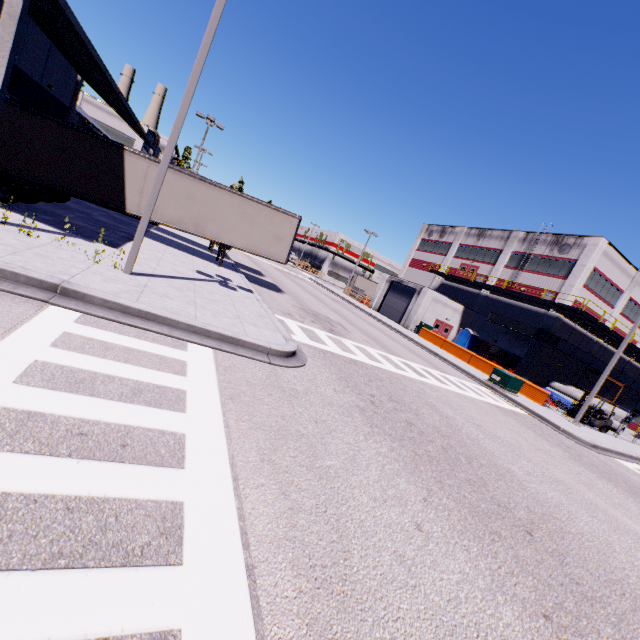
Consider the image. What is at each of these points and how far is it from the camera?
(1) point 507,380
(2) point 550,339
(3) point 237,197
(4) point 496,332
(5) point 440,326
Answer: (1) electrical box, 19.66m
(2) vent duct, 29.19m
(3) semi trailer, 16.47m
(4) building, 34.34m
(5) door, 35.91m

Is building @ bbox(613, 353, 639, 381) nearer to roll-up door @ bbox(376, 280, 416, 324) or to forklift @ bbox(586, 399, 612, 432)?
roll-up door @ bbox(376, 280, 416, 324)

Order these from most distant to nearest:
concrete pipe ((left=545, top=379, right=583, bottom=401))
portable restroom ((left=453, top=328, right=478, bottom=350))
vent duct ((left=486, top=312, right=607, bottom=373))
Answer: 1. portable restroom ((left=453, top=328, right=478, bottom=350))
2. concrete pipe ((left=545, top=379, right=583, bottom=401))
3. vent duct ((left=486, top=312, right=607, bottom=373))

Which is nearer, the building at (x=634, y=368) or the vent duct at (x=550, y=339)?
the vent duct at (x=550, y=339)

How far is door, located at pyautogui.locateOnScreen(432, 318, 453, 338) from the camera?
35.6 meters

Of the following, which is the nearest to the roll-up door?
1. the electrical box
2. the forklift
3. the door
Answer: the door

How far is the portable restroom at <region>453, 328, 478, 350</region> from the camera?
35.16m

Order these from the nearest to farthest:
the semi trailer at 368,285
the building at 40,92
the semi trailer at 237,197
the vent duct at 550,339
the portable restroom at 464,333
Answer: the building at 40,92 → the semi trailer at 237,197 → the vent duct at 550,339 → the portable restroom at 464,333 → the semi trailer at 368,285
